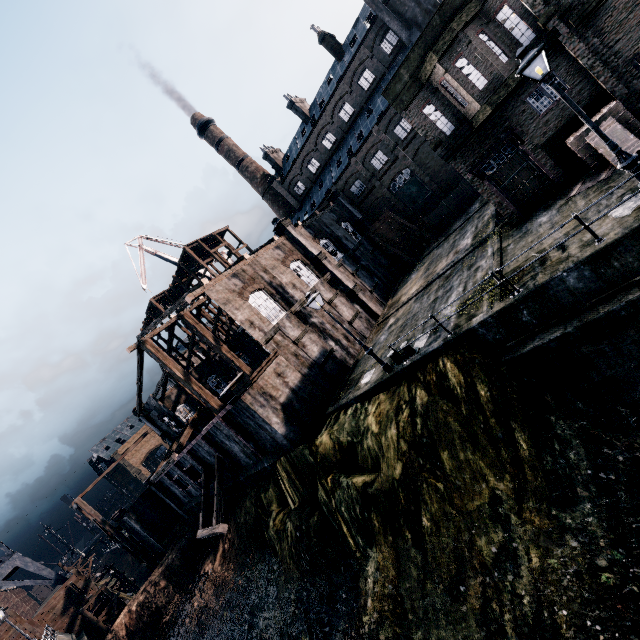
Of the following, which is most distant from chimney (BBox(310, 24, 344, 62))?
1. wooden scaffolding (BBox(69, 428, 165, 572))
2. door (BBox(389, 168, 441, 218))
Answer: wooden scaffolding (BBox(69, 428, 165, 572))

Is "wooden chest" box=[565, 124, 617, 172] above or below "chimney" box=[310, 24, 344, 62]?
below

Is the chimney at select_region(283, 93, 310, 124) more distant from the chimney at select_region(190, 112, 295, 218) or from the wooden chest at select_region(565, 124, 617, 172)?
the wooden chest at select_region(565, 124, 617, 172)

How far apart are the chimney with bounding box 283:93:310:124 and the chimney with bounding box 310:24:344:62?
7.49m

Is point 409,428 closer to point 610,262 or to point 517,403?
point 517,403

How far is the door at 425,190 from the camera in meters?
41.0 m

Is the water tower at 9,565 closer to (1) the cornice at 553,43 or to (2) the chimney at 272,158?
(1) the cornice at 553,43

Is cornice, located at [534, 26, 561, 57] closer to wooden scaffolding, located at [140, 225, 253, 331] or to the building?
the building
